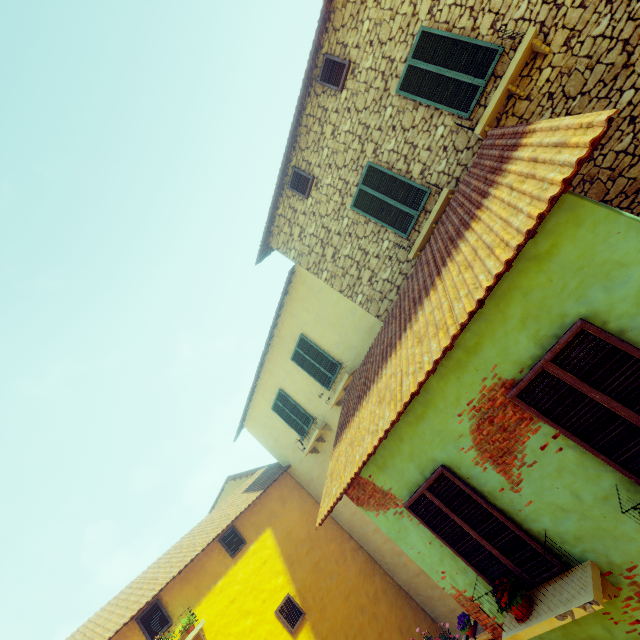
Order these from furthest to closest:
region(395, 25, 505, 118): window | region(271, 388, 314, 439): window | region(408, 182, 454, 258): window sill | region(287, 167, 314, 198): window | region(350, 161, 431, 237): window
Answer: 1. region(271, 388, 314, 439): window
2. region(287, 167, 314, 198): window
3. region(350, 161, 431, 237): window
4. region(408, 182, 454, 258): window sill
5. region(395, 25, 505, 118): window

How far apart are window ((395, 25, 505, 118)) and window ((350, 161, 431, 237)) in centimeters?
133cm

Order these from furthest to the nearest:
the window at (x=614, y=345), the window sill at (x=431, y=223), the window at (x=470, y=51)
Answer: the window sill at (x=431, y=223)
the window at (x=470, y=51)
the window at (x=614, y=345)

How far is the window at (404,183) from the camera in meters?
7.0

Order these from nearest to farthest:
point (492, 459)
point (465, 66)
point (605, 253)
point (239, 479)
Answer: point (605, 253), point (492, 459), point (465, 66), point (239, 479)

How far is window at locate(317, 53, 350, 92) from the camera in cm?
714

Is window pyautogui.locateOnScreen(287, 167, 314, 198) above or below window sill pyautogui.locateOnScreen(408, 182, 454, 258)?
above

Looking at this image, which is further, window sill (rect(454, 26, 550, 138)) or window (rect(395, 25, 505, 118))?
window (rect(395, 25, 505, 118))
